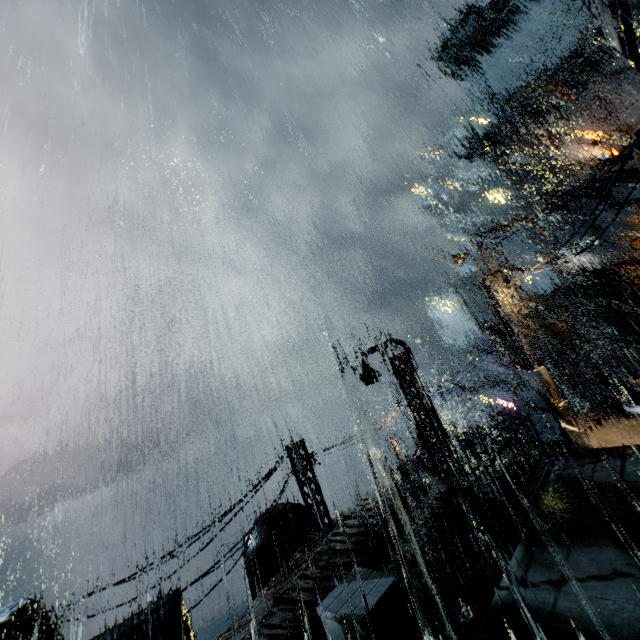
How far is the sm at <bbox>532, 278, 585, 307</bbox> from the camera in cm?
3001

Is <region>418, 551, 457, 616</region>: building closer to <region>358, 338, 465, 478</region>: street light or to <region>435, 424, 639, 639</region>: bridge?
<region>435, 424, 639, 639</region>: bridge

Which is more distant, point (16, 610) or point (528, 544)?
point (16, 610)

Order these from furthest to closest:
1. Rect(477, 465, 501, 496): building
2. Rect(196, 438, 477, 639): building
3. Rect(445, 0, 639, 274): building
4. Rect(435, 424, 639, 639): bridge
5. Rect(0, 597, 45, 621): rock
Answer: Rect(0, 597, 45, 621): rock
Rect(445, 0, 639, 274): building
Rect(477, 465, 501, 496): building
Rect(196, 438, 477, 639): building
Rect(435, 424, 639, 639): bridge

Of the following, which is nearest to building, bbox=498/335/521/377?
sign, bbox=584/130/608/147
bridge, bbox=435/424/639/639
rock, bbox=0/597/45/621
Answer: bridge, bbox=435/424/639/639

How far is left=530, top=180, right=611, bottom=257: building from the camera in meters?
46.3 m

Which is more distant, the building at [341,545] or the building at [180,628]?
the building at [180,628]

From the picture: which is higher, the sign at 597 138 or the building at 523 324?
the sign at 597 138
